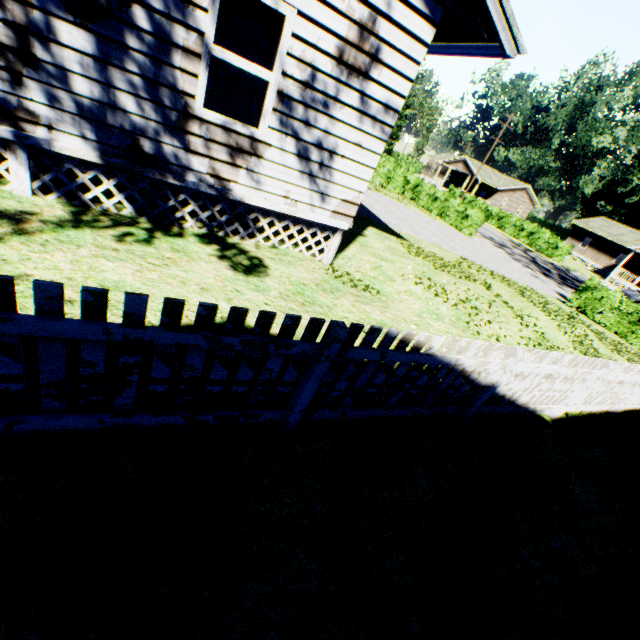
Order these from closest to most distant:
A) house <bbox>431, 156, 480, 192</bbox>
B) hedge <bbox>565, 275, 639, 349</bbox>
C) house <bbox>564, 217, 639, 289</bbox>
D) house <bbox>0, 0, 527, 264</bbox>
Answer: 1. house <bbox>0, 0, 527, 264</bbox>
2. hedge <bbox>565, 275, 639, 349</bbox>
3. house <bbox>564, 217, 639, 289</bbox>
4. house <bbox>431, 156, 480, 192</bbox>

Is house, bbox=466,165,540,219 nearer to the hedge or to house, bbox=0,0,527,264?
house, bbox=0,0,527,264

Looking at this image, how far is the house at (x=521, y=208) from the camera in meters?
52.5

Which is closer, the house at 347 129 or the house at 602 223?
the house at 347 129

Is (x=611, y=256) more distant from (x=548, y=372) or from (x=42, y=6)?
(x=42, y=6)

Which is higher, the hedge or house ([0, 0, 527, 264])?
house ([0, 0, 527, 264])

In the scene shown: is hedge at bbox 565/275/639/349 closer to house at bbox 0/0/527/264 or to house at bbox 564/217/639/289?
house at bbox 564/217/639/289

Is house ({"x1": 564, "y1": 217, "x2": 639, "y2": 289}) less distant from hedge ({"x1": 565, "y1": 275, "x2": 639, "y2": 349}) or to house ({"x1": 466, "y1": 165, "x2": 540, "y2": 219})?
hedge ({"x1": 565, "y1": 275, "x2": 639, "y2": 349})
